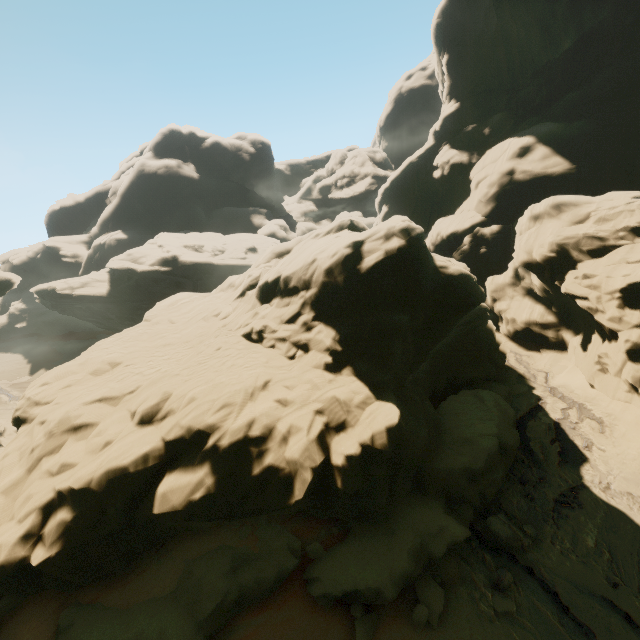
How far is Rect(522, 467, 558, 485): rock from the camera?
13.2m

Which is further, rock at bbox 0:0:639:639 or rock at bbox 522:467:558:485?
rock at bbox 522:467:558:485

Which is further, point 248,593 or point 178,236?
point 178,236

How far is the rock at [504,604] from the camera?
9.14m

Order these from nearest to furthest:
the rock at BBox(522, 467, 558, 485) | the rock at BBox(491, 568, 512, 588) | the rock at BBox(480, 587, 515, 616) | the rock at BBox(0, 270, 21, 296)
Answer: the rock at BBox(480, 587, 515, 616), the rock at BBox(491, 568, 512, 588), the rock at BBox(522, 467, 558, 485), the rock at BBox(0, 270, 21, 296)

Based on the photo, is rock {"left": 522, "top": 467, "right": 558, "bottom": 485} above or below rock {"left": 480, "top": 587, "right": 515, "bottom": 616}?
above

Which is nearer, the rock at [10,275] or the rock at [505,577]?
the rock at [505,577]
